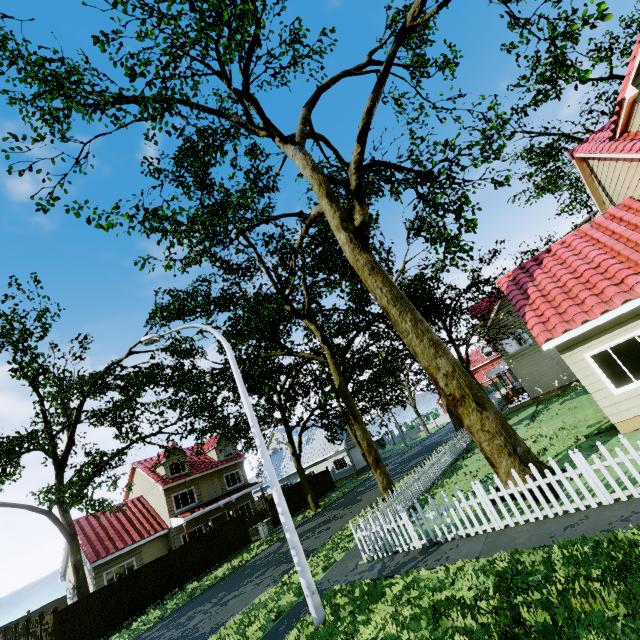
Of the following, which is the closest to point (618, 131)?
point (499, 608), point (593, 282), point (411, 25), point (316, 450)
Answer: point (593, 282)

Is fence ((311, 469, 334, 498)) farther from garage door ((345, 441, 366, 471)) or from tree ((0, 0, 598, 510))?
garage door ((345, 441, 366, 471))

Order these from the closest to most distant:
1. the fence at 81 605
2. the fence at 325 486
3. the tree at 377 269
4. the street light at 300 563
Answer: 1. the street light at 300 563
2. the tree at 377 269
3. the fence at 81 605
4. the fence at 325 486

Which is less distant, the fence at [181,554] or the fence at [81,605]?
the fence at [81,605]

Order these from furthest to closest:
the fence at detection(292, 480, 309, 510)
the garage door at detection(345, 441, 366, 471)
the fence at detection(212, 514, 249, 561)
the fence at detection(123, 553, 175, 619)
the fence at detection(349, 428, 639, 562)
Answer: the garage door at detection(345, 441, 366, 471), the fence at detection(292, 480, 309, 510), the fence at detection(212, 514, 249, 561), the fence at detection(123, 553, 175, 619), the fence at detection(349, 428, 639, 562)

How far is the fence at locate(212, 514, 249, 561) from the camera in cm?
2208

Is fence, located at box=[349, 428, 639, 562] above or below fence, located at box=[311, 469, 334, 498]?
above

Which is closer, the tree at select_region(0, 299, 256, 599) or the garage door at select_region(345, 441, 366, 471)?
the tree at select_region(0, 299, 256, 599)
